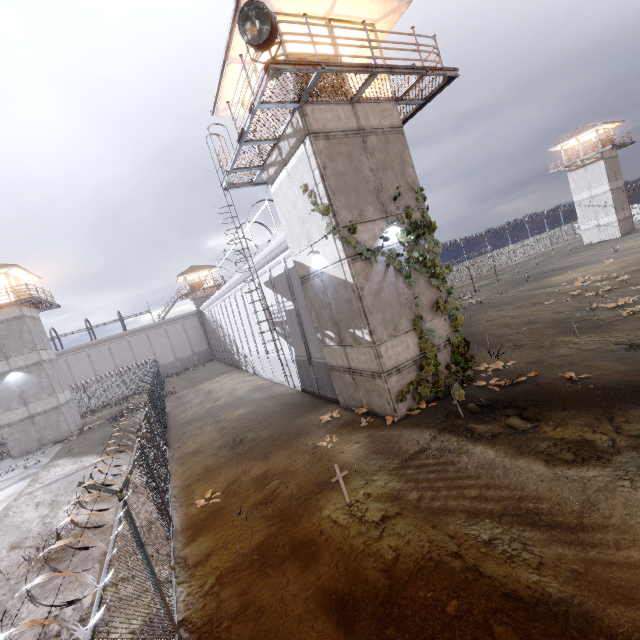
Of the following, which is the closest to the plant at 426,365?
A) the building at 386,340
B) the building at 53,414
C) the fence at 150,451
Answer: the building at 386,340

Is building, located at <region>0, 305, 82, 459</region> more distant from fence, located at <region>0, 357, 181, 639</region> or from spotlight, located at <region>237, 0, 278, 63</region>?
spotlight, located at <region>237, 0, 278, 63</region>

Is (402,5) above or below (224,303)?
above

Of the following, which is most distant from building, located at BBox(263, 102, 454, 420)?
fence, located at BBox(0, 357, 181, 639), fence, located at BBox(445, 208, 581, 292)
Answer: fence, located at BBox(445, 208, 581, 292)

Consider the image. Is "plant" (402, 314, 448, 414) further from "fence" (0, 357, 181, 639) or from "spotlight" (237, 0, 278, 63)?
"fence" (0, 357, 181, 639)

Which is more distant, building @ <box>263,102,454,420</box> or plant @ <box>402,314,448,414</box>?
plant @ <box>402,314,448,414</box>

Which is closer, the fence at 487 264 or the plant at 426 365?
the plant at 426 365

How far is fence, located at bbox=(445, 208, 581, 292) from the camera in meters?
39.1
